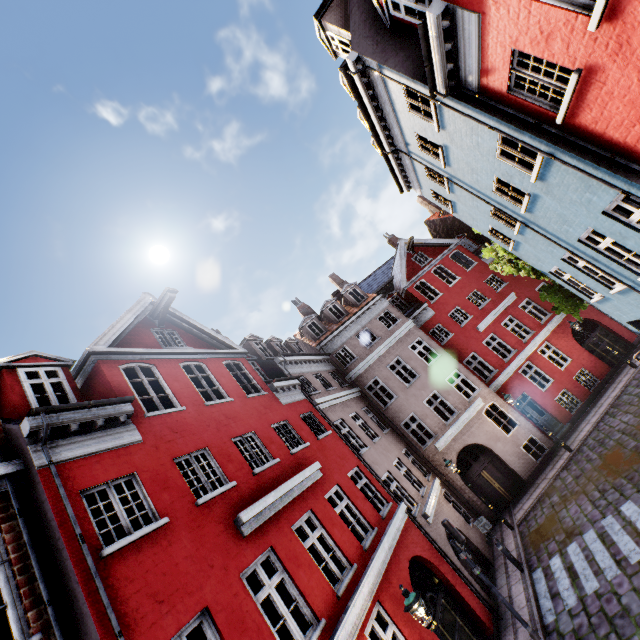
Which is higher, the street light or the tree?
the tree

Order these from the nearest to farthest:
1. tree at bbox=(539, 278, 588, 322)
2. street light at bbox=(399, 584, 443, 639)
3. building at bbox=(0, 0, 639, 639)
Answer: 1. building at bbox=(0, 0, 639, 639)
2. street light at bbox=(399, 584, 443, 639)
3. tree at bbox=(539, 278, 588, 322)

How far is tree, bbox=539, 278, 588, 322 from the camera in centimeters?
1413cm

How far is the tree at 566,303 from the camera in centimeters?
1413cm

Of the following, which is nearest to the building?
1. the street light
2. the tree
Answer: the street light

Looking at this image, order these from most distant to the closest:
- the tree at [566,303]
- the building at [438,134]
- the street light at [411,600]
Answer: the tree at [566,303], the street light at [411,600], the building at [438,134]

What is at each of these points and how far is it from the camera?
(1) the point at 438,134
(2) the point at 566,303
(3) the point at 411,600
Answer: (1) building, 9.5 meters
(2) tree, 14.3 meters
(3) street light, 7.0 meters
